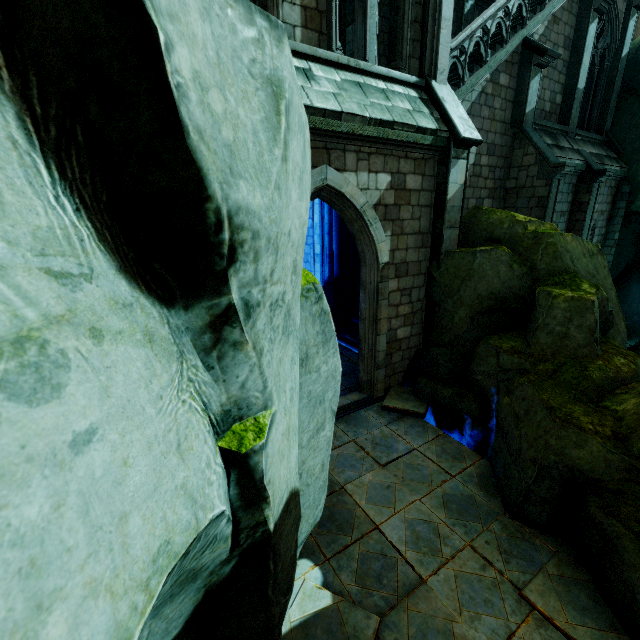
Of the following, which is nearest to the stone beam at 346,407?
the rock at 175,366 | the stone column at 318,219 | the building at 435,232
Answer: the building at 435,232

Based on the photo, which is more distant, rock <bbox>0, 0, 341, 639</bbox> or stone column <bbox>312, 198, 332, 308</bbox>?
stone column <bbox>312, 198, 332, 308</bbox>

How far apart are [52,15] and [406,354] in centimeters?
860cm

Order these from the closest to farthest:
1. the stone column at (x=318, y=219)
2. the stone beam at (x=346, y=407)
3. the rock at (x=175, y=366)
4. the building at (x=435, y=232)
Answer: the rock at (x=175, y=366), the building at (x=435, y=232), the stone beam at (x=346, y=407), the stone column at (x=318, y=219)

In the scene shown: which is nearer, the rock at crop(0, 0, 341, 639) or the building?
the rock at crop(0, 0, 341, 639)

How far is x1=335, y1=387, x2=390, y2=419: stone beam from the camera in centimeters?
779cm

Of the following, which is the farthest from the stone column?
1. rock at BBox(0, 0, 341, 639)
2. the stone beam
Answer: the stone beam

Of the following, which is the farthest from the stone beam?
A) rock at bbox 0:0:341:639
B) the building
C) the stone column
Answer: the stone column
